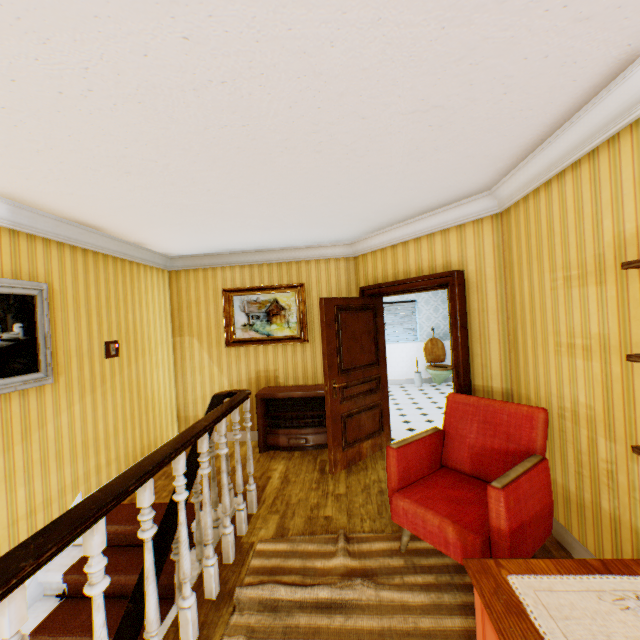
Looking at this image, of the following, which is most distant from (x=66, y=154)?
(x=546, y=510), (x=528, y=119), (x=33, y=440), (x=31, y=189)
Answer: (x=546, y=510)

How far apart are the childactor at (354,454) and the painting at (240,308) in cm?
107

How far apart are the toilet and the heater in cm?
427

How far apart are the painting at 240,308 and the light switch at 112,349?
1.56m

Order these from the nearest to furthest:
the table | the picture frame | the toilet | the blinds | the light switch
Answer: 1. the table
2. the picture frame
3. the light switch
4. the toilet
5. the blinds

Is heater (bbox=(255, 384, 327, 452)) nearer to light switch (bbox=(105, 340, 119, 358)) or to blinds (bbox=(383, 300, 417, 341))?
light switch (bbox=(105, 340, 119, 358))

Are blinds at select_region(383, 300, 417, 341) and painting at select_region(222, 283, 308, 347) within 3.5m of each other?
no

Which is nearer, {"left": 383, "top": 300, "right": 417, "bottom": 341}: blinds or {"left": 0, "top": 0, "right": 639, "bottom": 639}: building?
{"left": 0, "top": 0, "right": 639, "bottom": 639}: building
